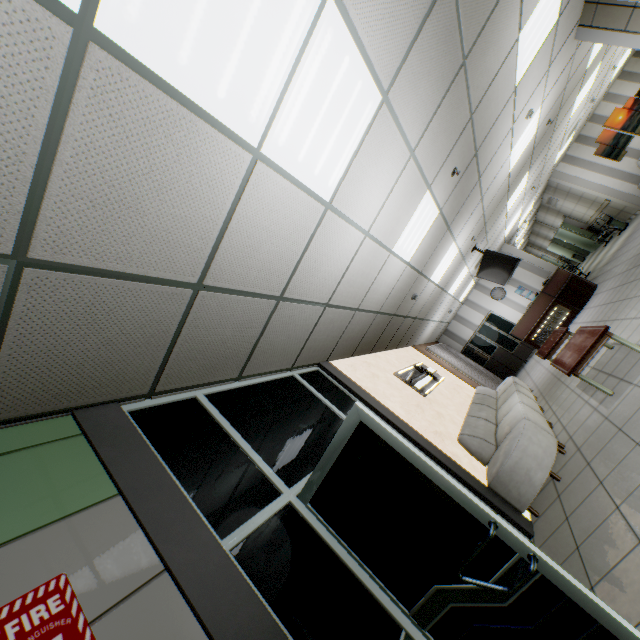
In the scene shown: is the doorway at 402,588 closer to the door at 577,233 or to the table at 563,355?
the table at 563,355

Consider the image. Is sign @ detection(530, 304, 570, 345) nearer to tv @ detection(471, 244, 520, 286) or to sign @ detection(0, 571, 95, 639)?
tv @ detection(471, 244, 520, 286)

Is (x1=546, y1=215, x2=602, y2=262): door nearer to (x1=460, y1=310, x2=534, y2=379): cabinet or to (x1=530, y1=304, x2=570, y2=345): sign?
(x1=460, y1=310, x2=534, y2=379): cabinet

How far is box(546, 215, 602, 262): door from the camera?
16.3m

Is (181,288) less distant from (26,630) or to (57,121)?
(57,121)

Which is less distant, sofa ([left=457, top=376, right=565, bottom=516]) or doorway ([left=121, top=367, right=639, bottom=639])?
doorway ([left=121, top=367, right=639, bottom=639])

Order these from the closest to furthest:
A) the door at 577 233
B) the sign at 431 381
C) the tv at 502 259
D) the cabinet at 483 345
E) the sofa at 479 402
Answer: the sofa at 479 402 < the sign at 431 381 < the tv at 502 259 < the cabinet at 483 345 < the door at 577 233

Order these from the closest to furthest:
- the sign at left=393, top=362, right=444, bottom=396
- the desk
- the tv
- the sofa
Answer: the sofa < the sign at left=393, top=362, right=444, bottom=396 < the tv < the desk
